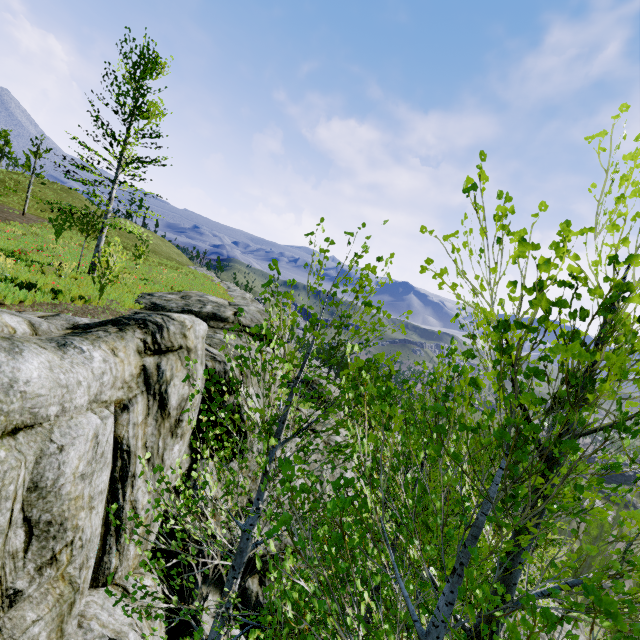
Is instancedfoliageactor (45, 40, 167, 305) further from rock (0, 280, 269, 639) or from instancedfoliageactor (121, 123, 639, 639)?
instancedfoliageactor (121, 123, 639, 639)

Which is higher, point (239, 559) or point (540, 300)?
point (540, 300)

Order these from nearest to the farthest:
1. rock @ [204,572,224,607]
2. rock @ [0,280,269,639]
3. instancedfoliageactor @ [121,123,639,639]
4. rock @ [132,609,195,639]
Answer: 1. instancedfoliageactor @ [121,123,639,639]
2. rock @ [0,280,269,639]
3. rock @ [132,609,195,639]
4. rock @ [204,572,224,607]

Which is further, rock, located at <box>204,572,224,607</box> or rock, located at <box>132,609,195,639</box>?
rock, located at <box>204,572,224,607</box>

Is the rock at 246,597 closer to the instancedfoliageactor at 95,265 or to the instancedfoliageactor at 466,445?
the instancedfoliageactor at 466,445

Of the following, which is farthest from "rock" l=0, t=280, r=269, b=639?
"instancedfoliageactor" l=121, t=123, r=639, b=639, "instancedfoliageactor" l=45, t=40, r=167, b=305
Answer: "instancedfoliageactor" l=45, t=40, r=167, b=305

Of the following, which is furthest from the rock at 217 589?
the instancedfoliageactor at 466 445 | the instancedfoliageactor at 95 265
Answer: the instancedfoliageactor at 95 265
